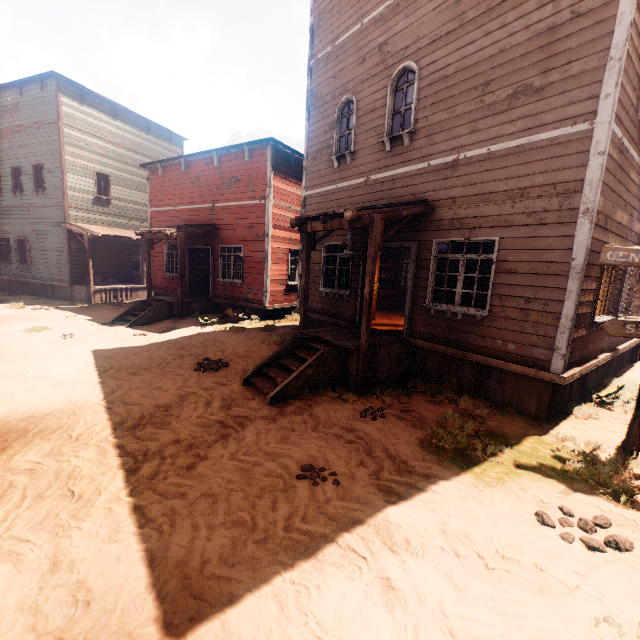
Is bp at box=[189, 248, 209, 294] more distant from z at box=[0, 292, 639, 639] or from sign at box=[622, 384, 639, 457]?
sign at box=[622, 384, 639, 457]

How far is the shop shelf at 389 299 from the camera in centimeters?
1345cm

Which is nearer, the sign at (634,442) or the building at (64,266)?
the sign at (634,442)

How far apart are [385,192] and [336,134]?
2.8m

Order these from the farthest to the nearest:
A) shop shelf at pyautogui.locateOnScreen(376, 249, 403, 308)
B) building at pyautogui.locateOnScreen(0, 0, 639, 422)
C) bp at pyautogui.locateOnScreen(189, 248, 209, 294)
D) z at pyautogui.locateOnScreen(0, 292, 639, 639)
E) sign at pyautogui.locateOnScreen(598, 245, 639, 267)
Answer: bp at pyautogui.locateOnScreen(189, 248, 209, 294), shop shelf at pyautogui.locateOnScreen(376, 249, 403, 308), building at pyautogui.locateOnScreen(0, 0, 639, 422), sign at pyautogui.locateOnScreen(598, 245, 639, 267), z at pyautogui.locateOnScreen(0, 292, 639, 639)

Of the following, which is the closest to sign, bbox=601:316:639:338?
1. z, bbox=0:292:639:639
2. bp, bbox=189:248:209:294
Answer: z, bbox=0:292:639:639

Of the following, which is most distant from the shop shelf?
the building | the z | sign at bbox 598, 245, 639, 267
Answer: sign at bbox 598, 245, 639, 267
